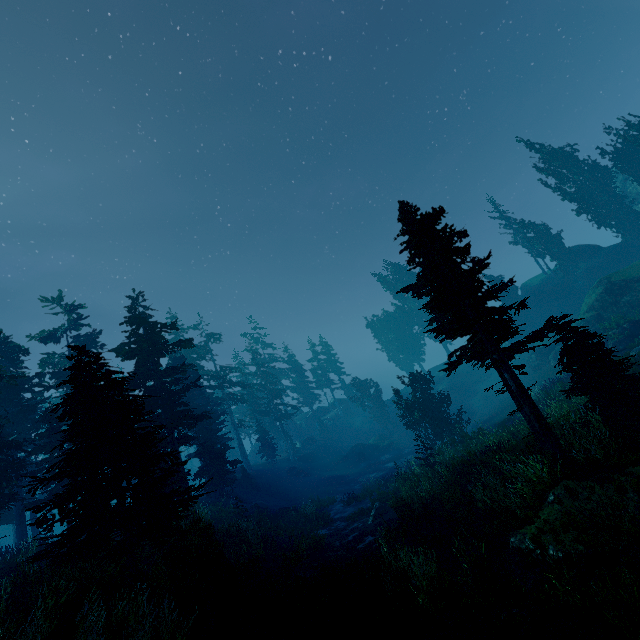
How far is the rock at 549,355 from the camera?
34.38m

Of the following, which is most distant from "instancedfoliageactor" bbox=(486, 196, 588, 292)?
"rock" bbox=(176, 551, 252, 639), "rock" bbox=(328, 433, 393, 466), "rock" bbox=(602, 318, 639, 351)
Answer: "rock" bbox=(602, 318, 639, 351)

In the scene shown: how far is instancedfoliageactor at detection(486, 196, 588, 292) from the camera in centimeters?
4184cm

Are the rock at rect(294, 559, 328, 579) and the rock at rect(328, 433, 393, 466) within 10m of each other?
no

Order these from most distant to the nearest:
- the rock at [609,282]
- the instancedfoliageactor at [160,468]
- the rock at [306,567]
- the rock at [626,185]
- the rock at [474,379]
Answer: the rock at [474,379] → the rock at [626,185] → the rock at [609,282] → the rock at [306,567] → the instancedfoliageactor at [160,468]

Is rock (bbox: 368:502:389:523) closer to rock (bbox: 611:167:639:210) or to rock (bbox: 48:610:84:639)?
rock (bbox: 48:610:84:639)

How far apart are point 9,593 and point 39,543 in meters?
12.7 m

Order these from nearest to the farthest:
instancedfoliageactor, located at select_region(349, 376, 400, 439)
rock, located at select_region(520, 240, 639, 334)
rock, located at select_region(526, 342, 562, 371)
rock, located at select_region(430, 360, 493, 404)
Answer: rock, located at select_region(520, 240, 639, 334)
rock, located at select_region(526, 342, 562, 371)
rock, located at select_region(430, 360, 493, 404)
instancedfoliageactor, located at select_region(349, 376, 400, 439)
